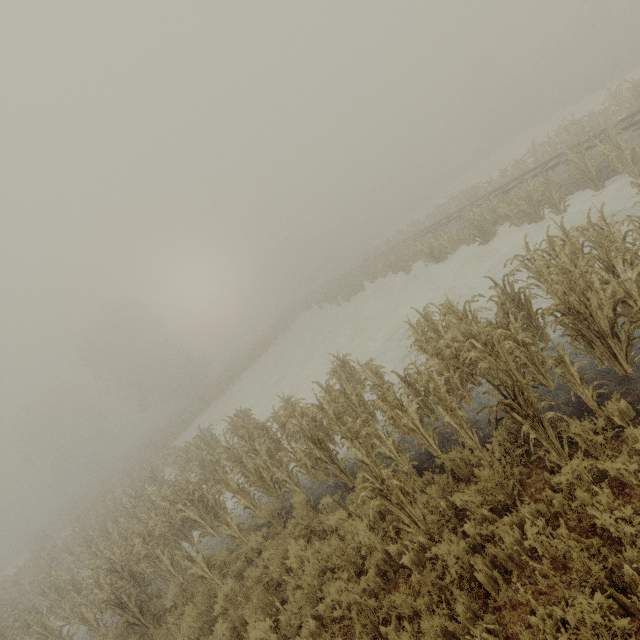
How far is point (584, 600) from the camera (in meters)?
2.89

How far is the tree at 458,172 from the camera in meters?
50.4

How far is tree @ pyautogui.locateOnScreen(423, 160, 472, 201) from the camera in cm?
5041
